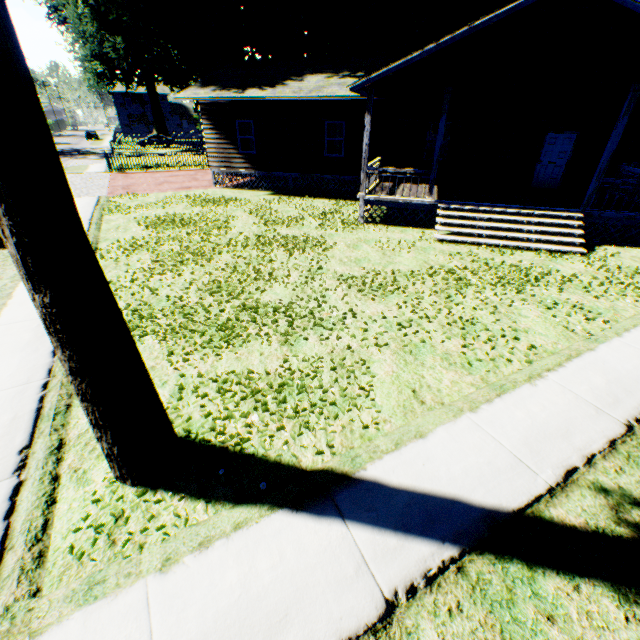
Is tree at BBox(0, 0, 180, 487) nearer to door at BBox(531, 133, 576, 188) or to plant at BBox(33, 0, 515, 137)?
plant at BBox(33, 0, 515, 137)

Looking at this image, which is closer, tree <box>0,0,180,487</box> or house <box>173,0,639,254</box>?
tree <box>0,0,180,487</box>

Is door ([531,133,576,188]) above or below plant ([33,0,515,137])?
below

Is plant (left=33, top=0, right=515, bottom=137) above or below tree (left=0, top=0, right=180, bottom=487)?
above

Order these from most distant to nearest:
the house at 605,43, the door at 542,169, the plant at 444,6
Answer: the plant at 444,6, the door at 542,169, the house at 605,43

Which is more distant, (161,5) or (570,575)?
(161,5)

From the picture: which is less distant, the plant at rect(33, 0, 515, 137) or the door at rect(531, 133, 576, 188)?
the door at rect(531, 133, 576, 188)

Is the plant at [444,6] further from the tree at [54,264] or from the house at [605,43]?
the tree at [54,264]
